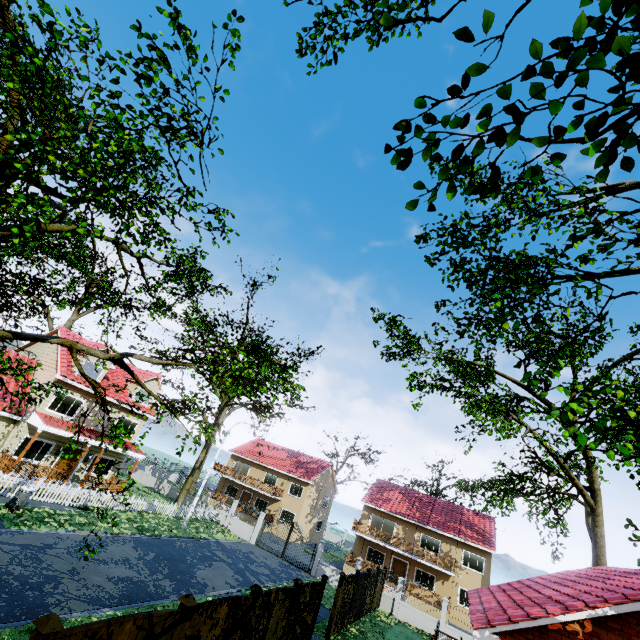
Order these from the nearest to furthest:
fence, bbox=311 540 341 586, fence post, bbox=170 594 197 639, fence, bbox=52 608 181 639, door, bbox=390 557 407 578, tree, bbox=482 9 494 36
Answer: tree, bbox=482 9 494 36, fence, bbox=52 608 181 639, fence post, bbox=170 594 197 639, fence, bbox=311 540 341 586, door, bbox=390 557 407 578

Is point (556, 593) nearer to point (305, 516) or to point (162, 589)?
point (162, 589)

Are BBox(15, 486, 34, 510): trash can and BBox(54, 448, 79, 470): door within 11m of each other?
yes

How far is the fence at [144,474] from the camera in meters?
34.9 m

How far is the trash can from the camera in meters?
15.7

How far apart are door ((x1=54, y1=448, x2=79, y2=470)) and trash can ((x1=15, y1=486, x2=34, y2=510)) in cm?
606

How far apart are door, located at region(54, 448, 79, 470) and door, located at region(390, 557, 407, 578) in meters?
30.4 m

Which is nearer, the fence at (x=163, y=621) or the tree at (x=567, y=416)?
the tree at (x=567, y=416)
